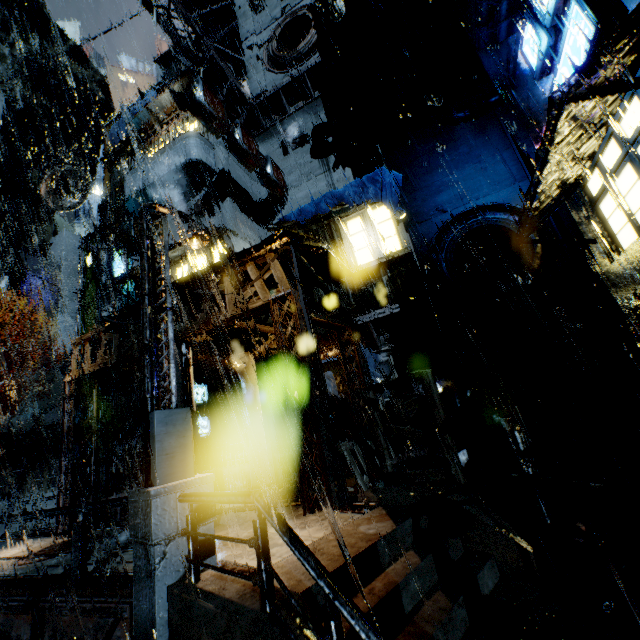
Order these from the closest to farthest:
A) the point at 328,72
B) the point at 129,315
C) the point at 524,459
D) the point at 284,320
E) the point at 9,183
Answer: the point at 524,459
the point at 284,320
the point at 129,315
the point at 328,72
the point at 9,183

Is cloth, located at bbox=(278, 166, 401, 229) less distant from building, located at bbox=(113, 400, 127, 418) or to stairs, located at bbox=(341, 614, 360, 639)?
building, located at bbox=(113, 400, 127, 418)

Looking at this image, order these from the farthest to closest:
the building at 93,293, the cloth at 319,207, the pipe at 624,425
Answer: the building at 93,293
the cloth at 319,207
the pipe at 624,425

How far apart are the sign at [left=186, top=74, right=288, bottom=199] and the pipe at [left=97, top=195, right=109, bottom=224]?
18.31m

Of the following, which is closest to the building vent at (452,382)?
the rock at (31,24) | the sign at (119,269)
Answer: the sign at (119,269)

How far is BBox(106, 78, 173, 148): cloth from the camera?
21.1m

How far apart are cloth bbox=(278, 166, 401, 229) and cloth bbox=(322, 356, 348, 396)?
6.8m

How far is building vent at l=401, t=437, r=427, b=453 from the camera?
12.62m
